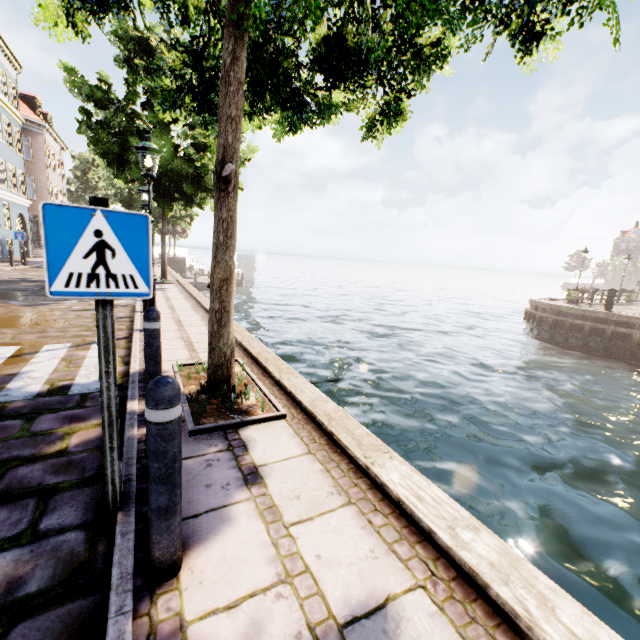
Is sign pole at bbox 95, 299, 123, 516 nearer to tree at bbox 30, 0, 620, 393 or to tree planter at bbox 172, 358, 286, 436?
tree planter at bbox 172, 358, 286, 436

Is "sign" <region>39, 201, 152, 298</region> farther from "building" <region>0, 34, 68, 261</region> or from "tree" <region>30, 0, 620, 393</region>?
"building" <region>0, 34, 68, 261</region>

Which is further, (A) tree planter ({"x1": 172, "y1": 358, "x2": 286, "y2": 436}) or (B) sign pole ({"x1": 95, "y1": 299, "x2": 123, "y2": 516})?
(A) tree planter ({"x1": 172, "y1": 358, "x2": 286, "y2": 436})

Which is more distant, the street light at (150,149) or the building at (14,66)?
the building at (14,66)

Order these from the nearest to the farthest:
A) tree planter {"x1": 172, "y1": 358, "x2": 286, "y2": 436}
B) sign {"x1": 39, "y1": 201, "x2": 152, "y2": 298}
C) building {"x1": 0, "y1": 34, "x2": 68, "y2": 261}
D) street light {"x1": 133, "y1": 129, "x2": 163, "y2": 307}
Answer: A: sign {"x1": 39, "y1": 201, "x2": 152, "y2": 298} → tree planter {"x1": 172, "y1": 358, "x2": 286, "y2": 436} → street light {"x1": 133, "y1": 129, "x2": 163, "y2": 307} → building {"x1": 0, "y1": 34, "x2": 68, "y2": 261}

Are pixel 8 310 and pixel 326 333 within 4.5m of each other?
no

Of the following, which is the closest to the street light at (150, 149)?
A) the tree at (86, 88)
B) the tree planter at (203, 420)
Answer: the tree at (86, 88)

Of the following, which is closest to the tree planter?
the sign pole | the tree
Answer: the tree
